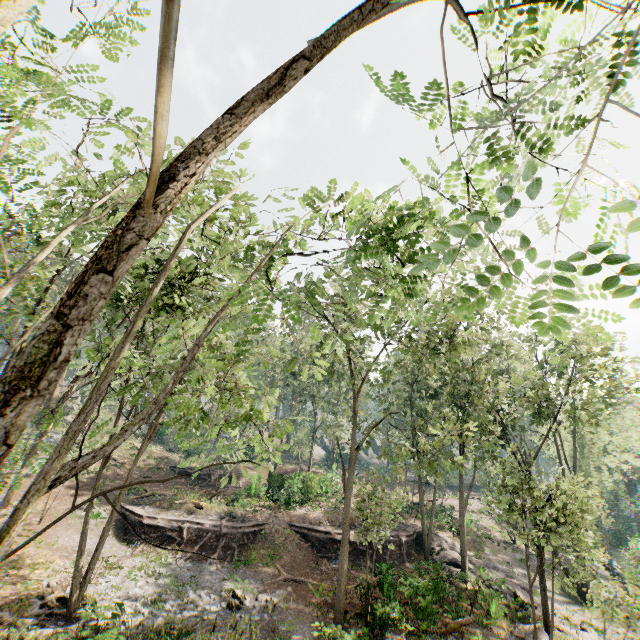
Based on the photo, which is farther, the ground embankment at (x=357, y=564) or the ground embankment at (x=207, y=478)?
the ground embankment at (x=207, y=478)

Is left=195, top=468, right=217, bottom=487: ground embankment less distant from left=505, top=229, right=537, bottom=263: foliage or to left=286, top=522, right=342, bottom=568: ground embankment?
left=505, top=229, right=537, bottom=263: foliage

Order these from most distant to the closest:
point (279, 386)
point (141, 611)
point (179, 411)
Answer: point (279, 386) → point (141, 611) → point (179, 411)

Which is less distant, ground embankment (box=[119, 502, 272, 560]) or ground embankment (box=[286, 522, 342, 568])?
ground embankment (box=[119, 502, 272, 560])

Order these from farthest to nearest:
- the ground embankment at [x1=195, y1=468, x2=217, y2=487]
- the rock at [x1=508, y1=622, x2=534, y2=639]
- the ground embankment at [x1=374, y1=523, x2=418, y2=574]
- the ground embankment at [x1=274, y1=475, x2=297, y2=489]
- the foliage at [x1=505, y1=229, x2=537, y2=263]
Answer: the ground embankment at [x1=195, y1=468, x2=217, y2=487]
the ground embankment at [x1=274, y1=475, x2=297, y2=489]
the ground embankment at [x1=374, y1=523, x2=418, y2=574]
the rock at [x1=508, y1=622, x2=534, y2=639]
the foliage at [x1=505, y1=229, x2=537, y2=263]

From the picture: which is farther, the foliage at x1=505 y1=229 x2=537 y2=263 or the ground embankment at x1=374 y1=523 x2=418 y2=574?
the ground embankment at x1=374 y1=523 x2=418 y2=574

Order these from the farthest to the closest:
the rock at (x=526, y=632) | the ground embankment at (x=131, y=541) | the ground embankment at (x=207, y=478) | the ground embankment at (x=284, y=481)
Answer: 1. the ground embankment at (x=207, y=478)
2. the ground embankment at (x=284, y=481)
3. the ground embankment at (x=131, y=541)
4. the rock at (x=526, y=632)

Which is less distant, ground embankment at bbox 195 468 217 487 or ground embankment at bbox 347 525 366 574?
ground embankment at bbox 347 525 366 574
